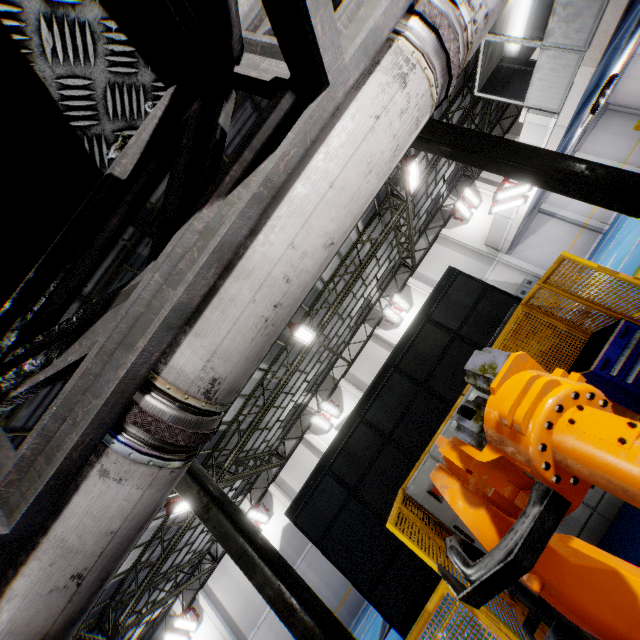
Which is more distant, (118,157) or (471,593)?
(118,157)

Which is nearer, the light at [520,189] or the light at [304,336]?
the light at [304,336]

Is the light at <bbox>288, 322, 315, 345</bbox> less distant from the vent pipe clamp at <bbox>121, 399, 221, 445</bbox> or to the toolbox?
the toolbox

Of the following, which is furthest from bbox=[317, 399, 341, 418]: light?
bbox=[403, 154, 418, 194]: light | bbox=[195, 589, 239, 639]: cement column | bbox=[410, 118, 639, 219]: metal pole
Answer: bbox=[410, 118, 639, 219]: metal pole

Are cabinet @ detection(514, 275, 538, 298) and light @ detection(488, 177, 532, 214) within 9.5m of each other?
yes

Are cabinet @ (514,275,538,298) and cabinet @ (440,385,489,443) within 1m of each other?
no

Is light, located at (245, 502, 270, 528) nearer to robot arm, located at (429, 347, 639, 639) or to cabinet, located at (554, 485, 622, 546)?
cabinet, located at (554, 485, 622, 546)

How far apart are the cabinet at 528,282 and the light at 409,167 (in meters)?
9.77
